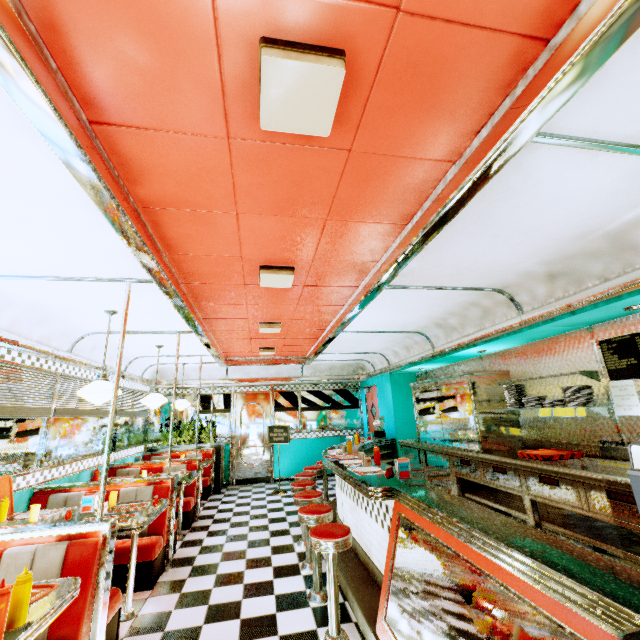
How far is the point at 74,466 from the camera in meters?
4.9 m

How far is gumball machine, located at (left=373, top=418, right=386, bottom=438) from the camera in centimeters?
749cm

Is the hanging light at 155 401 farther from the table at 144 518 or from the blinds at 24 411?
the table at 144 518

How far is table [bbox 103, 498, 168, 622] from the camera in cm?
292

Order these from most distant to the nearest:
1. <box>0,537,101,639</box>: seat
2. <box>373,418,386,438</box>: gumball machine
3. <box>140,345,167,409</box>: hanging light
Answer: <box>373,418,386,438</box>: gumball machine
<box>140,345,167,409</box>: hanging light
<box>0,537,101,639</box>: seat

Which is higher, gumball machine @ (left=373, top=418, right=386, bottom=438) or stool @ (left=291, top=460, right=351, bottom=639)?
gumball machine @ (left=373, top=418, right=386, bottom=438)

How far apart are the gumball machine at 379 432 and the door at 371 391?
0.9 meters

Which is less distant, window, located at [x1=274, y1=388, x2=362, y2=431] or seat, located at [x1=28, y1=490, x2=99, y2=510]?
seat, located at [x1=28, y1=490, x2=99, y2=510]
